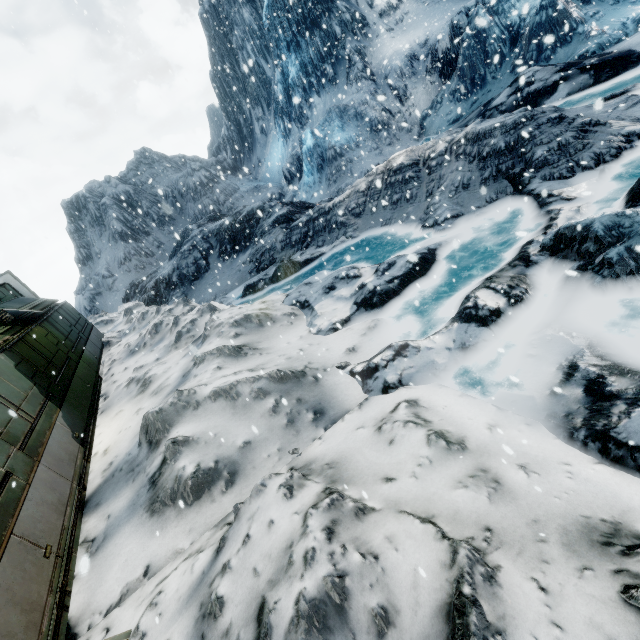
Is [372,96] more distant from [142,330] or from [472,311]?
[472,311]
